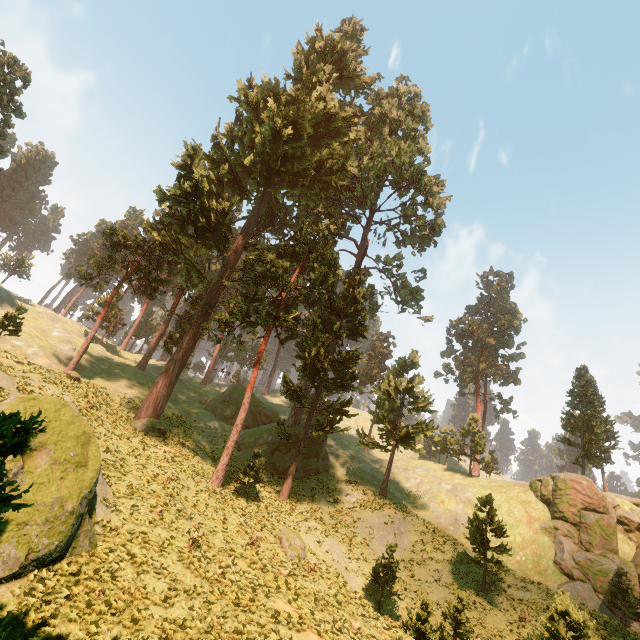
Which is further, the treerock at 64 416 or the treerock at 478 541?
the treerock at 478 541

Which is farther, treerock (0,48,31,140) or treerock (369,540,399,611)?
treerock (0,48,31,140)

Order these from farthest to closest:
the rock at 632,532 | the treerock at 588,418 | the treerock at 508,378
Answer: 1. the treerock at 508,378
2. the treerock at 588,418
3. the rock at 632,532

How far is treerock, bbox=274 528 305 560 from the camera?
19.12m

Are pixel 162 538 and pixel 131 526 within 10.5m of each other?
yes

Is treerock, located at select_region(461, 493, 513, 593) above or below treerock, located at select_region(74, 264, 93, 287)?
below
